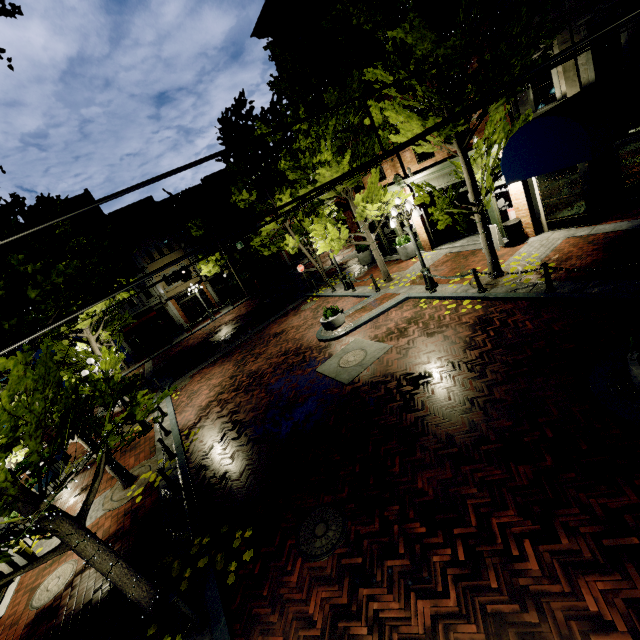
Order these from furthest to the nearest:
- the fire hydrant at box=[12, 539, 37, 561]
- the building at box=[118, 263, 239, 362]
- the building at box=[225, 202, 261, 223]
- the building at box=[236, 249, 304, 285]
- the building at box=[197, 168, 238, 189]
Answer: the building at box=[236, 249, 304, 285] < the building at box=[225, 202, 261, 223] < the building at box=[197, 168, 238, 189] < the building at box=[118, 263, 239, 362] < the fire hydrant at box=[12, 539, 37, 561]

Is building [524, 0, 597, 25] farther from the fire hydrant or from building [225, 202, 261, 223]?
building [225, 202, 261, 223]

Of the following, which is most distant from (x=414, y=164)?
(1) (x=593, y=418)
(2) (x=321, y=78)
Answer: (1) (x=593, y=418)

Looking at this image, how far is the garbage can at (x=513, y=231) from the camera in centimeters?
1206cm

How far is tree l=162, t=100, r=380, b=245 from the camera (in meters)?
11.84

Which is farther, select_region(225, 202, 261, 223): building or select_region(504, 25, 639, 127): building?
select_region(225, 202, 261, 223): building

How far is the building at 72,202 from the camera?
27.1m
